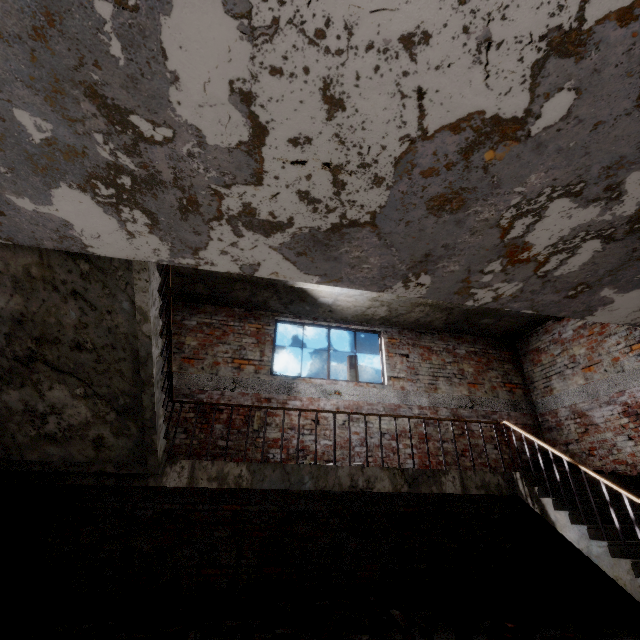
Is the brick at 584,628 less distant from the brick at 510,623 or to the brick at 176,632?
the brick at 510,623

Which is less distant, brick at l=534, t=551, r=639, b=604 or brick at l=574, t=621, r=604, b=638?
brick at l=574, t=621, r=604, b=638

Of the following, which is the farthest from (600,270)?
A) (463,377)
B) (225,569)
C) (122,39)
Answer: (225,569)

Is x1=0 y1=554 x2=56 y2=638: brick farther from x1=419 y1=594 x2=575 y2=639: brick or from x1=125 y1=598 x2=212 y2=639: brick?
x1=419 y1=594 x2=575 y2=639: brick

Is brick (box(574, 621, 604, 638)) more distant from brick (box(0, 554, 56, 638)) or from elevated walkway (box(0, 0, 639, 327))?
brick (box(0, 554, 56, 638))

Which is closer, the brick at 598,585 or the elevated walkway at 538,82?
the elevated walkway at 538,82

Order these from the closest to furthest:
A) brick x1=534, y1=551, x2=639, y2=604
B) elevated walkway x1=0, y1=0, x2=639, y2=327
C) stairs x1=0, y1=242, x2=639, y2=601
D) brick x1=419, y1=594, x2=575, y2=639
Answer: elevated walkway x1=0, y1=0, x2=639, y2=327 < stairs x1=0, y1=242, x2=639, y2=601 < brick x1=419, y1=594, x2=575, y2=639 < brick x1=534, y1=551, x2=639, y2=604

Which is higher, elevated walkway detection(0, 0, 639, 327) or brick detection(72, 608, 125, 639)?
elevated walkway detection(0, 0, 639, 327)
